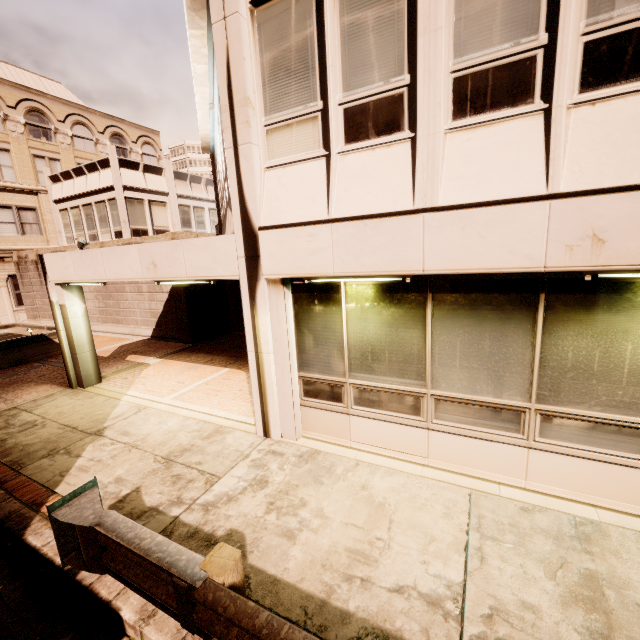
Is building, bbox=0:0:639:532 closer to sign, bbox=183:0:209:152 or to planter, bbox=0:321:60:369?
sign, bbox=183:0:209:152

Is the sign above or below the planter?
above

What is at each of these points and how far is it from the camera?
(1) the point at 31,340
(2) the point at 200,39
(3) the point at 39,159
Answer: (1) planter, 12.01m
(2) sign, 6.52m
(3) building, 27.97m

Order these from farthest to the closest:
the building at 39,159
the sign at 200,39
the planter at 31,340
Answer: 1. the planter at 31,340
2. the sign at 200,39
3. the building at 39,159

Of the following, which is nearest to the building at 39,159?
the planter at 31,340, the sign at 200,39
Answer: the sign at 200,39

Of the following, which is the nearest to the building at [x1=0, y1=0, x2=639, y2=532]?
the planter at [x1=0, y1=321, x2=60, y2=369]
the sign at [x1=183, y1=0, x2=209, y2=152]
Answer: the sign at [x1=183, y1=0, x2=209, y2=152]

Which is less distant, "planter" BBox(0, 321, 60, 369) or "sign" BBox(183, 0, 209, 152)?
"sign" BBox(183, 0, 209, 152)
